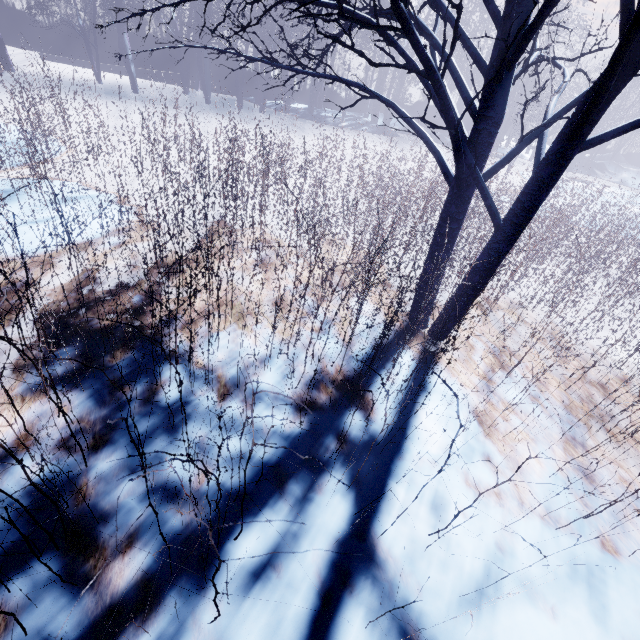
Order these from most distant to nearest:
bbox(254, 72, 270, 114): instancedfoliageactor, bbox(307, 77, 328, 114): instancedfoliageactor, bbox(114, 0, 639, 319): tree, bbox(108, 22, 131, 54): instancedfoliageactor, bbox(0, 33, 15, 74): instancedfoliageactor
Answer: bbox(307, 77, 328, 114): instancedfoliageactor, bbox(254, 72, 270, 114): instancedfoliageactor, bbox(108, 22, 131, 54): instancedfoliageactor, bbox(0, 33, 15, 74): instancedfoliageactor, bbox(114, 0, 639, 319): tree

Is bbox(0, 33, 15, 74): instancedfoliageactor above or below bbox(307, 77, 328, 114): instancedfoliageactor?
below

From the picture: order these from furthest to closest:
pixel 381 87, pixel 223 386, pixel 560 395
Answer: pixel 381 87, pixel 560 395, pixel 223 386

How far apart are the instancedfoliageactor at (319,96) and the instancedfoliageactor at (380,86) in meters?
2.8

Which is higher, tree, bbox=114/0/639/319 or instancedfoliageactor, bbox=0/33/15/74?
tree, bbox=114/0/639/319

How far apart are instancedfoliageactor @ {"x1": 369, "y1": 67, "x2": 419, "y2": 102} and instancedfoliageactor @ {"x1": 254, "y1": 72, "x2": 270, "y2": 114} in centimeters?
499cm

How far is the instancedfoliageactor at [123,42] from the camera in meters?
9.3

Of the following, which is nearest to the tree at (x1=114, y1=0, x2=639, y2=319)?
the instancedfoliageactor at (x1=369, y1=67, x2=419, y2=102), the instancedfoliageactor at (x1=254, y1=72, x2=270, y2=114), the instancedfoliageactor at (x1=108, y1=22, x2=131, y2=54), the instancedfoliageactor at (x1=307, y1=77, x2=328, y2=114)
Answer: the instancedfoliageactor at (x1=108, y1=22, x2=131, y2=54)
